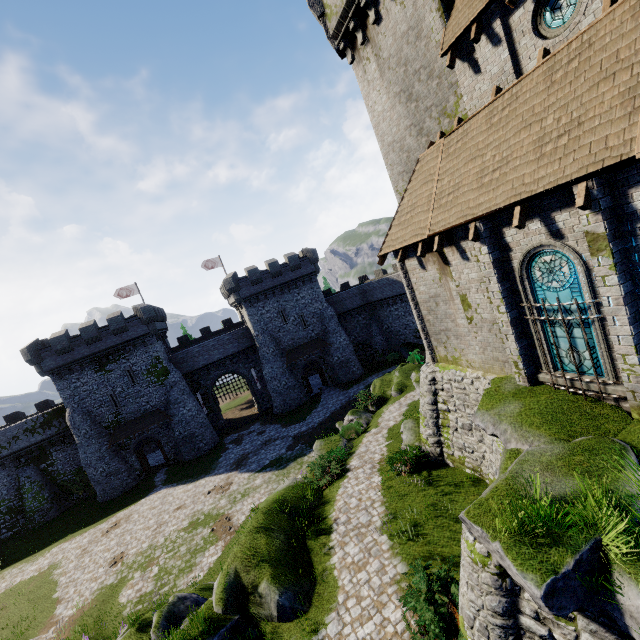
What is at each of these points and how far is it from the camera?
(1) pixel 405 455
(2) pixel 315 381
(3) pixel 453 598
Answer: (1) bush, 15.9m
(2) building, 45.1m
(3) bush, 8.5m

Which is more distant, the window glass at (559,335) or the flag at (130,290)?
the flag at (130,290)

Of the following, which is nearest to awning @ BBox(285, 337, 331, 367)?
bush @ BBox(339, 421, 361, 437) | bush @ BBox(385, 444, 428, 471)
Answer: bush @ BBox(339, 421, 361, 437)

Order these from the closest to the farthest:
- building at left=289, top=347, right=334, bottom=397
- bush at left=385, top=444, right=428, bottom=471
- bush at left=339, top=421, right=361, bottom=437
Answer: bush at left=385, top=444, right=428, bottom=471
bush at left=339, top=421, right=361, bottom=437
building at left=289, top=347, right=334, bottom=397

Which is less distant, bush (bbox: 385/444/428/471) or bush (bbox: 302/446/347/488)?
bush (bbox: 385/444/428/471)

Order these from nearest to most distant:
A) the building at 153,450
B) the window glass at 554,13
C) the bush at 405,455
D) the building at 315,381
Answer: the window glass at 554,13
the bush at 405,455
the building at 153,450
the building at 315,381

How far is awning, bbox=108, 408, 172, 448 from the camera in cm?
3247

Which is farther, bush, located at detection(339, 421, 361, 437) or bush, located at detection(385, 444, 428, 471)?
bush, located at detection(339, 421, 361, 437)
